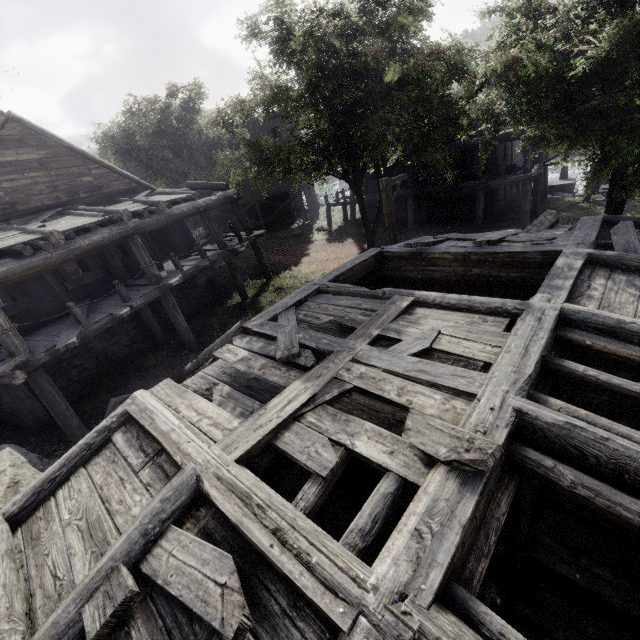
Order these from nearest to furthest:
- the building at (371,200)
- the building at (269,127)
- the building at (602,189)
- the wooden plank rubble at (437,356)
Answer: the wooden plank rubble at (437,356), the building at (602,189), the building at (371,200), the building at (269,127)

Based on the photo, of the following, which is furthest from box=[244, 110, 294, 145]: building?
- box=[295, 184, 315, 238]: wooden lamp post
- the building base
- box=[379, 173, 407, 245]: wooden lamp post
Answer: box=[295, 184, 315, 238]: wooden lamp post

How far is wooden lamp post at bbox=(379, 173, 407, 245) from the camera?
10.8m

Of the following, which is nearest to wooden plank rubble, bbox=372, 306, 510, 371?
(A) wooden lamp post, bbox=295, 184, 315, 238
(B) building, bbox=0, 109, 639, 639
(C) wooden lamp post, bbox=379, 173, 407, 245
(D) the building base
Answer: (B) building, bbox=0, 109, 639, 639

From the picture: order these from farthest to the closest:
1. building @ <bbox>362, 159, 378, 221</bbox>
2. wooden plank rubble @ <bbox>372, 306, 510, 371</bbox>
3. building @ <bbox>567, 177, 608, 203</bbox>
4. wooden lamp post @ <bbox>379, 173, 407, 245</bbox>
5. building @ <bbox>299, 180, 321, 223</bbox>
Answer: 1. building @ <bbox>299, 180, 321, 223</bbox>
2. building @ <bbox>362, 159, 378, 221</bbox>
3. building @ <bbox>567, 177, 608, 203</bbox>
4. wooden lamp post @ <bbox>379, 173, 407, 245</bbox>
5. wooden plank rubble @ <bbox>372, 306, 510, 371</bbox>

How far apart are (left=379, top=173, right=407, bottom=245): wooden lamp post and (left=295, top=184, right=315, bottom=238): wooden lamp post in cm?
1313

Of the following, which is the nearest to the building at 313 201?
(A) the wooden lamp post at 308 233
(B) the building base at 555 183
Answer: (B) the building base at 555 183

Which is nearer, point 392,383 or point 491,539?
point 491,539
